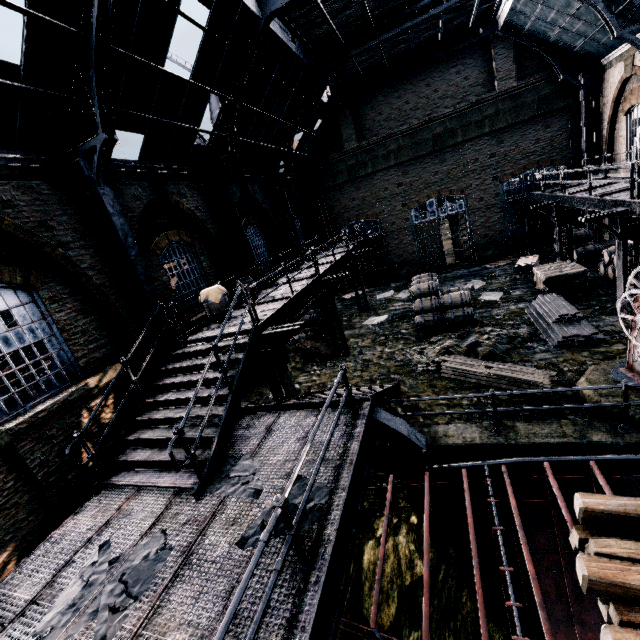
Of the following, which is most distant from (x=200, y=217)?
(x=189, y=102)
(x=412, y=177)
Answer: (x=412, y=177)

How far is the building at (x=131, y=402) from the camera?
8.3 meters

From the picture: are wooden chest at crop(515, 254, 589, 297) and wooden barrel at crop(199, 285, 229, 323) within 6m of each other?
no

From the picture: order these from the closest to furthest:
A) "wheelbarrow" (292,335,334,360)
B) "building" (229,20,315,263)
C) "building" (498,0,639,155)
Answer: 1. "building" (229,20,315,263)
2. "building" (498,0,639,155)
3. "wheelbarrow" (292,335,334,360)

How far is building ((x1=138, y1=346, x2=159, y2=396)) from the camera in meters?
9.8 m

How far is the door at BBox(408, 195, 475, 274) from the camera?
22.7m

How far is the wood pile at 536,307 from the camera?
10.52m

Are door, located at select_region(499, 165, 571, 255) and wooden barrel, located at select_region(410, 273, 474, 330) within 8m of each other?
no
